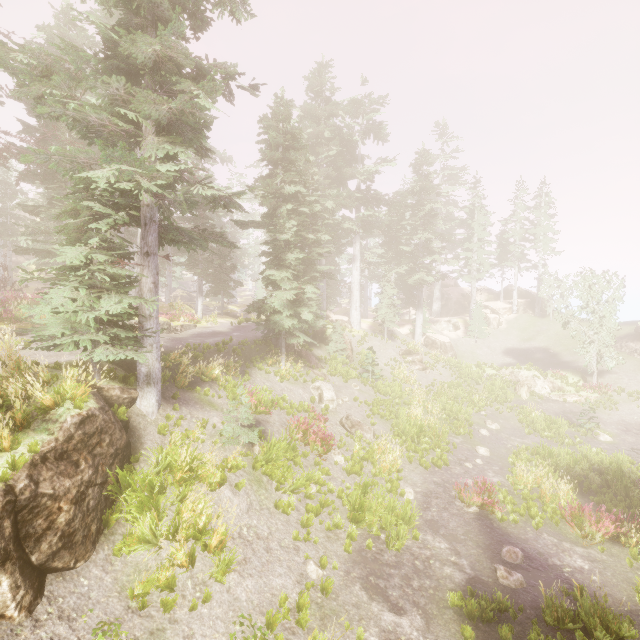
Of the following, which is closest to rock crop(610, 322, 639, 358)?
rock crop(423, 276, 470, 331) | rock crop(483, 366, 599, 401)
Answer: rock crop(483, 366, 599, 401)

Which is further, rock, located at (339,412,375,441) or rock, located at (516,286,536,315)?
rock, located at (516,286,536,315)

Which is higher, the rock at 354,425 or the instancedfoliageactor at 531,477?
the rock at 354,425

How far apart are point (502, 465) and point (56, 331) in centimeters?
1884cm

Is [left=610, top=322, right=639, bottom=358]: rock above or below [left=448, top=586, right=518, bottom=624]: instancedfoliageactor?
above

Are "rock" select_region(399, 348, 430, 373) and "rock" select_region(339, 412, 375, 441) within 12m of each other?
no

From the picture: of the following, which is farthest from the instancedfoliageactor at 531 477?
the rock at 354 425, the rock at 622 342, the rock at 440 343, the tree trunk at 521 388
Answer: the tree trunk at 521 388

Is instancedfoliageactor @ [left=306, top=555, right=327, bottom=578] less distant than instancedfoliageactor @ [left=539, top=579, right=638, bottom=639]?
No
